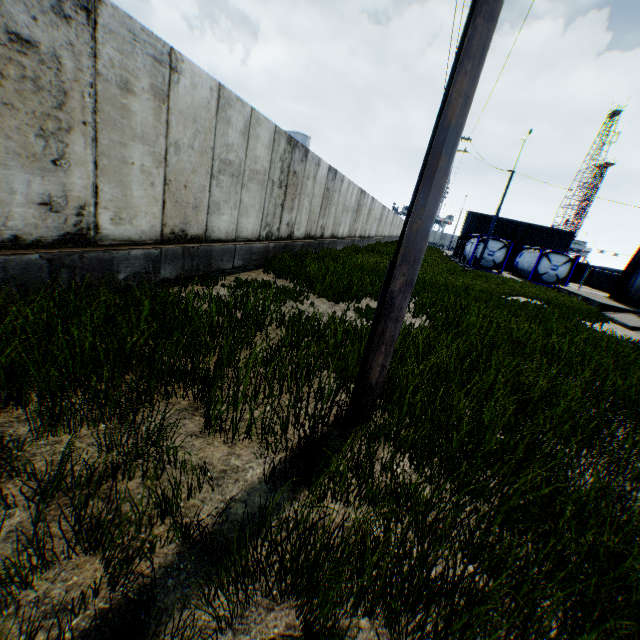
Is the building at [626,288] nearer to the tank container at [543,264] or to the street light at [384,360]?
the tank container at [543,264]

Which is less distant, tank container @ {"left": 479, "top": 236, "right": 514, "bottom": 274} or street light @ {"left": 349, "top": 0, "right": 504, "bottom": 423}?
street light @ {"left": 349, "top": 0, "right": 504, "bottom": 423}

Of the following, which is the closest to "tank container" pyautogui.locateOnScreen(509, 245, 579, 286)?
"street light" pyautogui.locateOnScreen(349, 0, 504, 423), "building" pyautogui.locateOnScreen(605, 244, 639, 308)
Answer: "building" pyautogui.locateOnScreen(605, 244, 639, 308)

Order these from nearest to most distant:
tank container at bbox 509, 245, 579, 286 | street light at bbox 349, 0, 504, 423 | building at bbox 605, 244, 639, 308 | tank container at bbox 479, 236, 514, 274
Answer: street light at bbox 349, 0, 504, 423 < building at bbox 605, 244, 639, 308 < tank container at bbox 509, 245, 579, 286 < tank container at bbox 479, 236, 514, 274

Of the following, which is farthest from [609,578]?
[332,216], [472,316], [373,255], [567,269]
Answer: [567,269]

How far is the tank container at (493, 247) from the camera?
28.41m

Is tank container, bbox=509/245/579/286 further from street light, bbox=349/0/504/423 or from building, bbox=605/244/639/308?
street light, bbox=349/0/504/423
